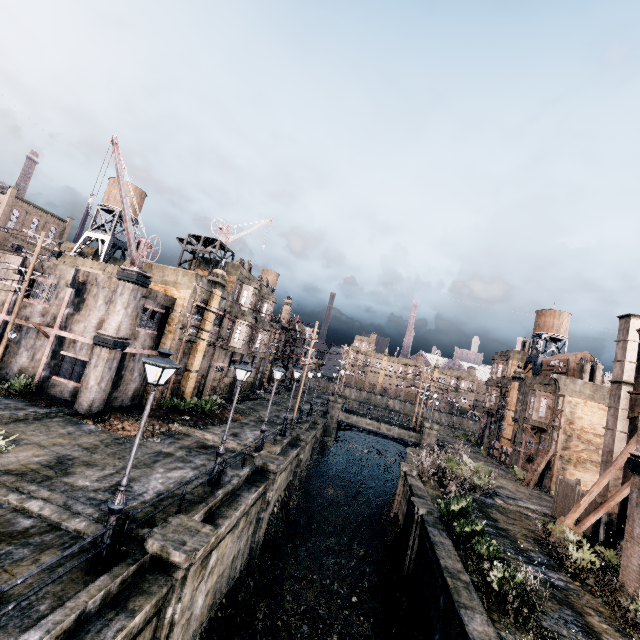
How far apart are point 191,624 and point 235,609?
3.35m

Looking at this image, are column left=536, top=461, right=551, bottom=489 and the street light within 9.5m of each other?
no

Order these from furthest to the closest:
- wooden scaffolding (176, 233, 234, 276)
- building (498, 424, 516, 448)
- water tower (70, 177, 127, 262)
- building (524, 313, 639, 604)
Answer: building (498, 424, 516, 448) → water tower (70, 177, 127, 262) → wooden scaffolding (176, 233, 234, 276) → building (524, 313, 639, 604)

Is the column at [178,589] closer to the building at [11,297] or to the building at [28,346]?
the building at [28,346]

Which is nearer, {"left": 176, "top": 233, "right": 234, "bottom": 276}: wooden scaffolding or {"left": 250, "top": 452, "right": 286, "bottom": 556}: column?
{"left": 250, "top": 452, "right": 286, "bottom": 556}: column

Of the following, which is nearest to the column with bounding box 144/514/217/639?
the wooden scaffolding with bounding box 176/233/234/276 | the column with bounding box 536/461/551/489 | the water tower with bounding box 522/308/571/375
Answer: the wooden scaffolding with bounding box 176/233/234/276

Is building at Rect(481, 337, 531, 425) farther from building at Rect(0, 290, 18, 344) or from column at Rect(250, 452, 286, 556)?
building at Rect(0, 290, 18, 344)

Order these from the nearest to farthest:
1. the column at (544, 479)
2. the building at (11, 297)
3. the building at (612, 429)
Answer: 1. the building at (612, 429)
2. the building at (11, 297)
3. the column at (544, 479)
